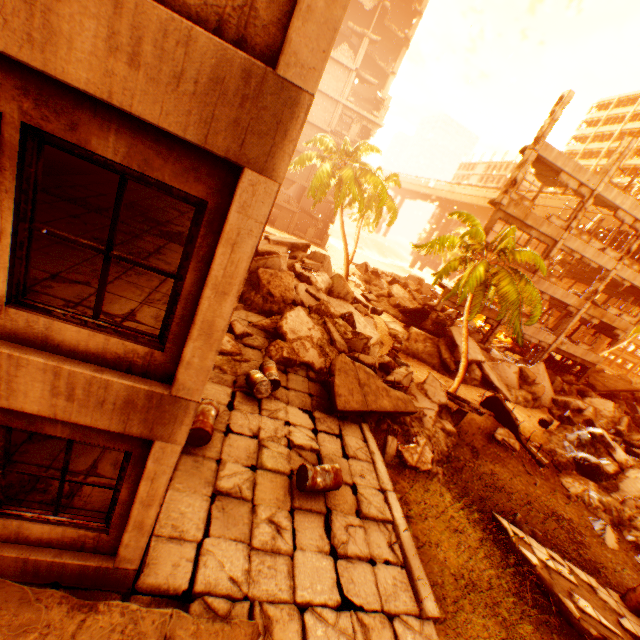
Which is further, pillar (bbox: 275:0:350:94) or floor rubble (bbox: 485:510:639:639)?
floor rubble (bbox: 485:510:639:639)

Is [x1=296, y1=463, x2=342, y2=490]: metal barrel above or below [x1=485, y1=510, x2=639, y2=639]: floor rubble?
above

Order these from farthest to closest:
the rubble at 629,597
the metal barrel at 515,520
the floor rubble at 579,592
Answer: the metal barrel at 515,520
the rubble at 629,597
the floor rubble at 579,592

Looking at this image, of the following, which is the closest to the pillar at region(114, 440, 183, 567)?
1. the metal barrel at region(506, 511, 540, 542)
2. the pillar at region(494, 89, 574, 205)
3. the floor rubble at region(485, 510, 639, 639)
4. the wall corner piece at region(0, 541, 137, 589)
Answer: the wall corner piece at region(0, 541, 137, 589)

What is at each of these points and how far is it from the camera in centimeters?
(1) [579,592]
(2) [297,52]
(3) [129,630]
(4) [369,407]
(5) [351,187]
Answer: (1) floor rubble, 838cm
(2) pillar, 226cm
(3) floor rubble, 383cm
(4) floor rubble, 1054cm
(5) rubble, 2170cm

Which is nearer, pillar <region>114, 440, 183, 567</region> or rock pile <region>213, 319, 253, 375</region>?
pillar <region>114, 440, 183, 567</region>

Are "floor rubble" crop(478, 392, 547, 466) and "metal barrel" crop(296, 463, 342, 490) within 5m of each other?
no

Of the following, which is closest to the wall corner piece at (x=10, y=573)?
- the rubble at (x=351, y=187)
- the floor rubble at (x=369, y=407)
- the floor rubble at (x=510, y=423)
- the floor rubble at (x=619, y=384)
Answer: the floor rubble at (x=369, y=407)
